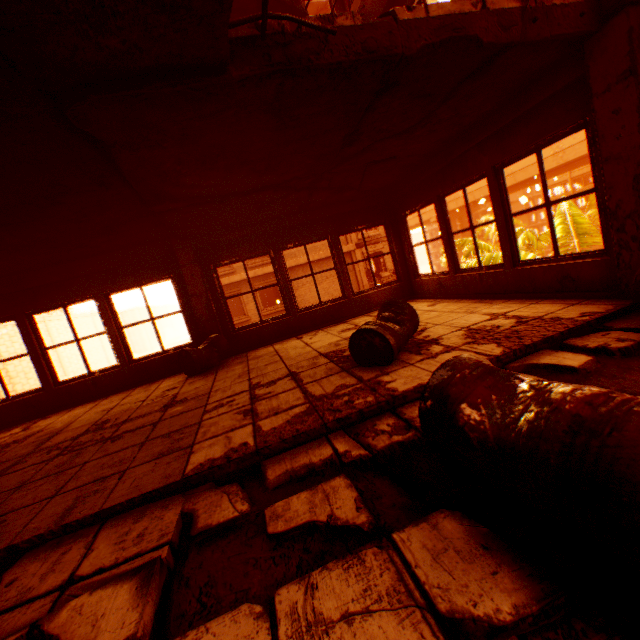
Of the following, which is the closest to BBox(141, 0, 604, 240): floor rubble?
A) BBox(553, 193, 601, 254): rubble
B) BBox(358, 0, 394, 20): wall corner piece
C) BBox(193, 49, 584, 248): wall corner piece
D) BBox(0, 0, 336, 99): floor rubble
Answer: BBox(193, 49, 584, 248): wall corner piece

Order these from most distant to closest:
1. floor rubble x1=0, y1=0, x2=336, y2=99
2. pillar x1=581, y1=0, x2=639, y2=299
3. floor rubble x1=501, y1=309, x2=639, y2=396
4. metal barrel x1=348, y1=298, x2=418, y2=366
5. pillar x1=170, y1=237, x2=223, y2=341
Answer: pillar x1=170, y1=237, x2=223, y2=341
metal barrel x1=348, y1=298, x2=418, y2=366
pillar x1=581, y1=0, x2=639, y2=299
floor rubble x1=501, y1=309, x2=639, y2=396
floor rubble x1=0, y1=0, x2=336, y2=99

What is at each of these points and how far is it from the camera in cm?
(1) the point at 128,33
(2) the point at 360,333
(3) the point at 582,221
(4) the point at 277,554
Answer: (1) floor rubble, 172
(2) metal barrel, 352
(3) rubble, 933
(4) floor rubble, 161

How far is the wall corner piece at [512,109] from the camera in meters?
3.4

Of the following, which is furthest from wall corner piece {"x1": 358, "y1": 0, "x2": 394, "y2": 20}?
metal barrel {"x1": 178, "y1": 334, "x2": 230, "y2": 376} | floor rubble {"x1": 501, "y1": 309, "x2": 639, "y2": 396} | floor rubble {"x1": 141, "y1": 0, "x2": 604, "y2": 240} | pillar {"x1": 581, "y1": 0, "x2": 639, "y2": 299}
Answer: floor rubble {"x1": 501, "y1": 309, "x2": 639, "y2": 396}

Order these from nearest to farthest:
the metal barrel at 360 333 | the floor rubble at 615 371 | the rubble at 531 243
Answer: the floor rubble at 615 371 → the metal barrel at 360 333 → the rubble at 531 243

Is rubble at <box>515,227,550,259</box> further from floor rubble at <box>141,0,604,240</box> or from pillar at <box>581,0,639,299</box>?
floor rubble at <box>141,0,604,240</box>

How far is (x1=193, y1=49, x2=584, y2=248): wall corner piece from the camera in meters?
3.4 m
